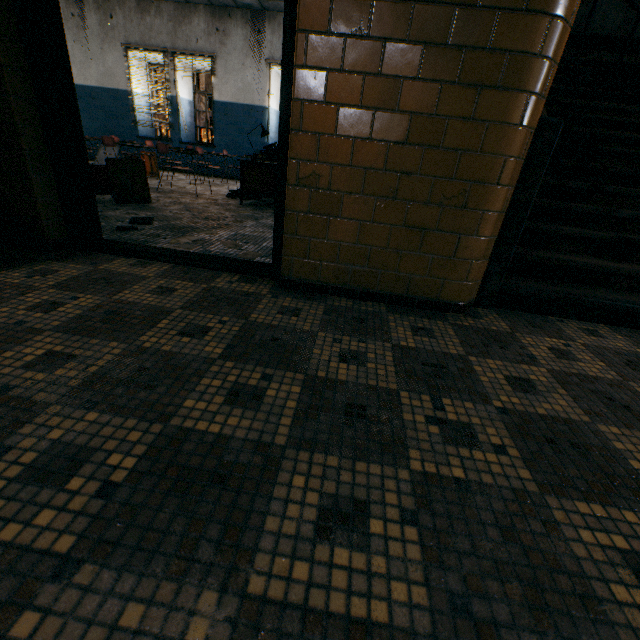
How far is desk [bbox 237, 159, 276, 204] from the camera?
5.20m

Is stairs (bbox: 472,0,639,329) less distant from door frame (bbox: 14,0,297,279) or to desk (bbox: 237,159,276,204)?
door frame (bbox: 14,0,297,279)

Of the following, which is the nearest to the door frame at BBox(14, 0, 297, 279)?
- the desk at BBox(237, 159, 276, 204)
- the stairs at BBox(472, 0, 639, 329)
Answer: the stairs at BBox(472, 0, 639, 329)

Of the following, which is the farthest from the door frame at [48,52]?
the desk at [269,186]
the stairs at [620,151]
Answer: the desk at [269,186]

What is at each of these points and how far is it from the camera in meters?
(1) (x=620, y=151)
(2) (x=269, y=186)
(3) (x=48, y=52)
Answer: (1) stairs, 3.4 m
(2) desk, 5.3 m
(3) door frame, 2.0 m
